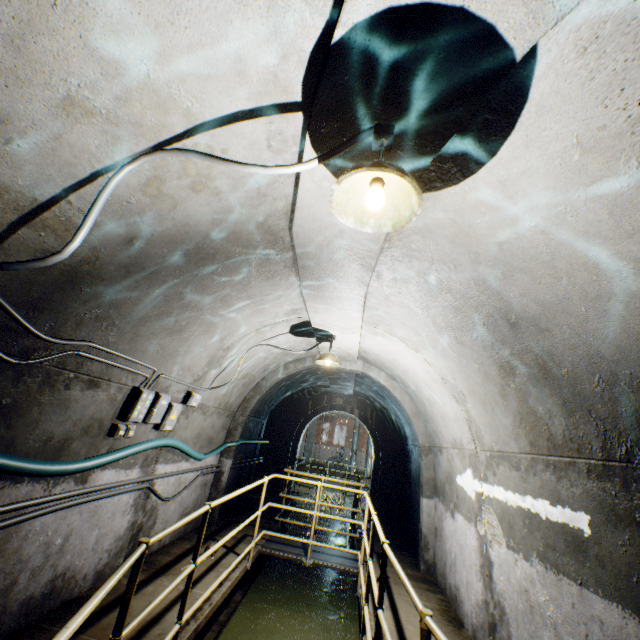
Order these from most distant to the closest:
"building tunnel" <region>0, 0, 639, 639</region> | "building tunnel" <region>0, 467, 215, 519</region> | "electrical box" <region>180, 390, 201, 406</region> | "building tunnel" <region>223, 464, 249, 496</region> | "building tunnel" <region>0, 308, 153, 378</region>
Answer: "building tunnel" <region>223, 464, 249, 496</region>, "electrical box" <region>180, 390, 201, 406</region>, "building tunnel" <region>0, 467, 215, 519</region>, "building tunnel" <region>0, 308, 153, 378</region>, "building tunnel" <region>0, 0, 639, 639</region>

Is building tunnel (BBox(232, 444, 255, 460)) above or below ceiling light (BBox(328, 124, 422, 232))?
below

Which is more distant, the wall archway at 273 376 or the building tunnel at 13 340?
the wall archway at 273 376

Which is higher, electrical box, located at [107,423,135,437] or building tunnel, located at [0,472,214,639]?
Result: electrical box, located at [107,423,135,437]

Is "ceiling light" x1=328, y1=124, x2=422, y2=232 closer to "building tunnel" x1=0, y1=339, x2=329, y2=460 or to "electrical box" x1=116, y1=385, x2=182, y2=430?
"building tunnel" x1=0, y1=339, x2=329, y2=460

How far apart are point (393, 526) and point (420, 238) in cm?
1076

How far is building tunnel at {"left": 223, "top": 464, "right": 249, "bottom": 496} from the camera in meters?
7.8

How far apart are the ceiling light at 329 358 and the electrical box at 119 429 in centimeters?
245cm
